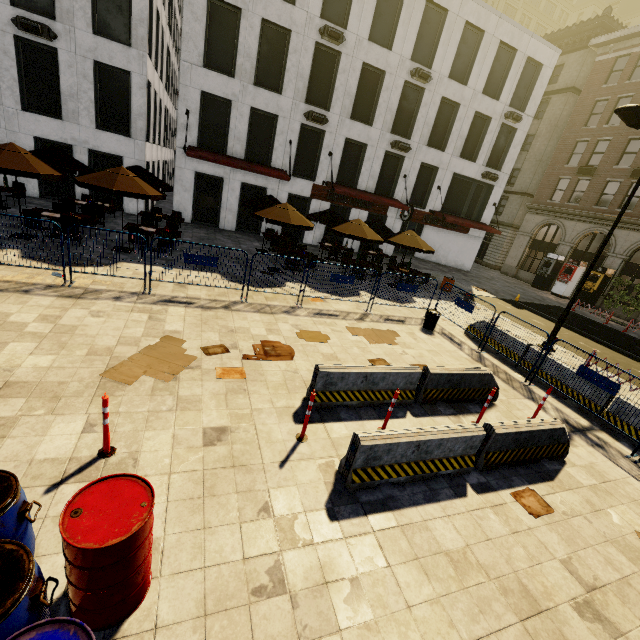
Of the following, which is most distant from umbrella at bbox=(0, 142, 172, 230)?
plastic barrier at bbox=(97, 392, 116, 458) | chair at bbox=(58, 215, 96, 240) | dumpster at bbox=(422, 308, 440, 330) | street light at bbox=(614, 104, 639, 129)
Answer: street light at bbox=(614, 104, 639, 129)

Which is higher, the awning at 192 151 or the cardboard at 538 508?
the awning at 192 151

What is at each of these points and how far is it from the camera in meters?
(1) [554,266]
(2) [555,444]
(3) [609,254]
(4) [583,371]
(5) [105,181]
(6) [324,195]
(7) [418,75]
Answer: (1) atm, 27.8
(2) cement barricade, 6.3
(3) building, 24.9
(4) fence, 8.2
(5) umbrella, 10.5
(6) sign, 21.4
(7) air conditioner, 19.6

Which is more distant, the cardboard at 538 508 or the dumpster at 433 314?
the dumpster at 433 314

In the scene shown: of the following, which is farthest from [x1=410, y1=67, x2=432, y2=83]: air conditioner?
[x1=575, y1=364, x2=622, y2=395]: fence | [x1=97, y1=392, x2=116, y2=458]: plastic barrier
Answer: [x1=97, y1=392, x2=116, y2=458]: plastic barrier

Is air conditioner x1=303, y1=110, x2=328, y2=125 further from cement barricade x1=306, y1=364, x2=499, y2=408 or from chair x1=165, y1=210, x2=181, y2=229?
cement barricade x1=306, y1=364, x2=499, y2=408

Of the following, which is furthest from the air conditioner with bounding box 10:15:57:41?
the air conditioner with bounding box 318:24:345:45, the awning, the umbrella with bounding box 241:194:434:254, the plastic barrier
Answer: the plastic barrier

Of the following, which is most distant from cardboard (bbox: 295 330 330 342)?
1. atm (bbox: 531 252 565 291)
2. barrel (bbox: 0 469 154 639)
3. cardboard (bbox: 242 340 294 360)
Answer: atm (bbox: 531 252 565 291)
